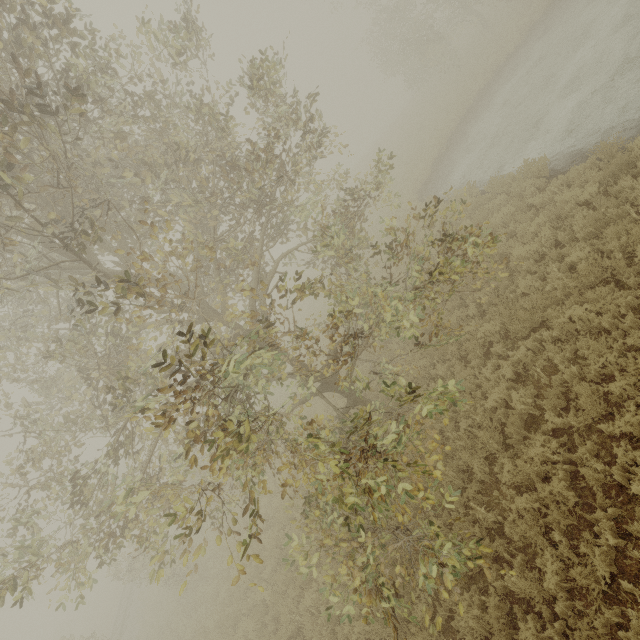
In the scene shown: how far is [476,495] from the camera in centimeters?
672cm
